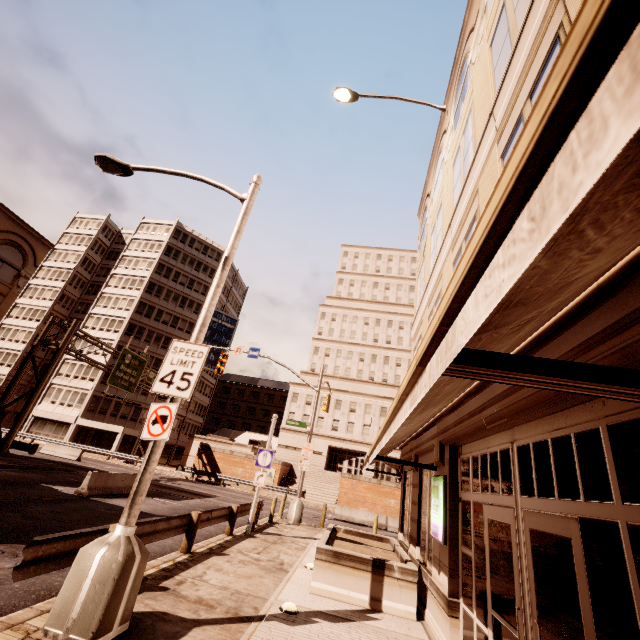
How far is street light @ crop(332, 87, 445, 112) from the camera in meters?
14.2

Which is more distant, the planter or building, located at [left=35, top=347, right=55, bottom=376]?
building, located at [left=35, top=347, right=55, bottom=376]

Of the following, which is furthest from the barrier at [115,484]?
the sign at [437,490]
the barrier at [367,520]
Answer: the sign at [437,490]

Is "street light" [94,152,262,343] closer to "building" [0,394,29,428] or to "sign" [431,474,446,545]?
"sign" [431,474,446,545]

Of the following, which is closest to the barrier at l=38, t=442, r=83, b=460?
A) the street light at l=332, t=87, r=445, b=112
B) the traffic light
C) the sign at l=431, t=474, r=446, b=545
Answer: the traffic light

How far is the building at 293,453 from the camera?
47.5m

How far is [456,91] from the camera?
12.42m

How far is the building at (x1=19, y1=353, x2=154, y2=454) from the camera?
41.8m
